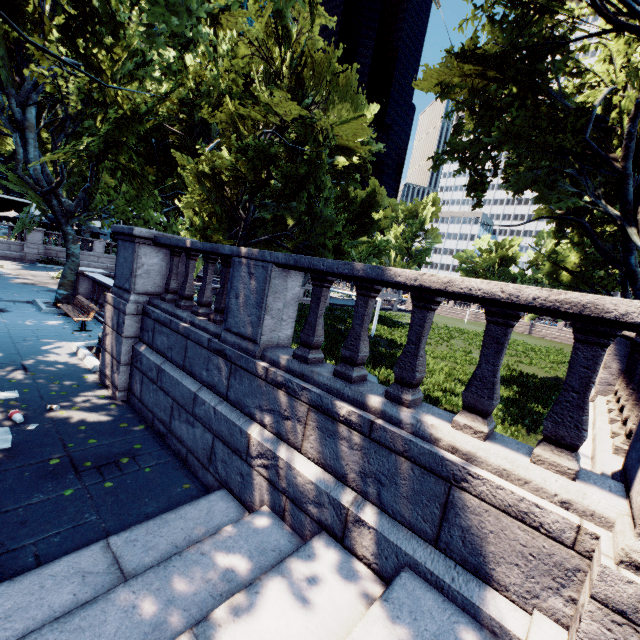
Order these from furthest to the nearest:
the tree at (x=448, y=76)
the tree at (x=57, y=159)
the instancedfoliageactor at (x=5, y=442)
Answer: the tree at (x=448, y=76)
the tree at (x=57, y=159)
the instancedfoliageactor at (x=5, y=442)

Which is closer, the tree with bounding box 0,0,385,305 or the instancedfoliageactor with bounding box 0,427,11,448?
the instancedfoliageactor with bounding box 0,427,11,448

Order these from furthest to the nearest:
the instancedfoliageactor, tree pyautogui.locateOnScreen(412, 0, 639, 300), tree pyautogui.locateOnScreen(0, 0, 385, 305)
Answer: tree pyautogui.locateOnScreen(412, 0, 639, 300) → tree pyautogui.locateOnScreen(0, 0, 385, 305) → the instancedfoliageactor

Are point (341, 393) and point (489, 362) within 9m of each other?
yes

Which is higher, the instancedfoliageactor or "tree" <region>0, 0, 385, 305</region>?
"tree" <region>0, 0, 385, 305</region>

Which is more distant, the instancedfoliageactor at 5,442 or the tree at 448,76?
the tree at 448,76
